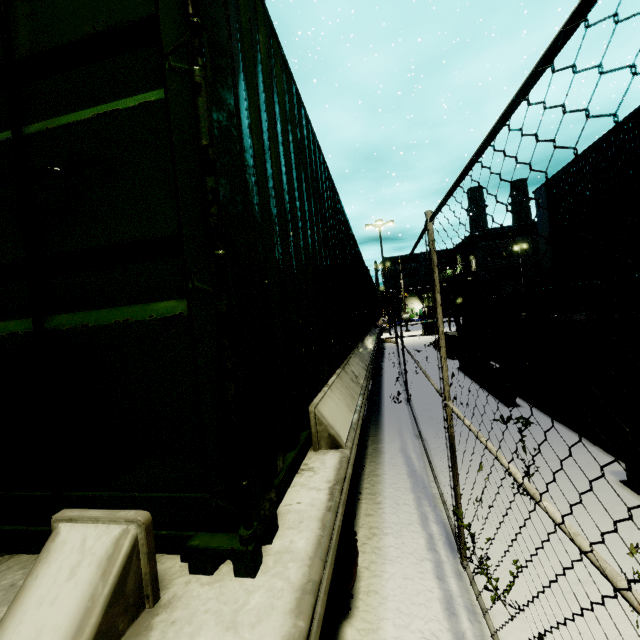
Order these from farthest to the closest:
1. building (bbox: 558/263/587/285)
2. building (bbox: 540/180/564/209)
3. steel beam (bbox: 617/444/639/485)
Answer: building (bbox: 540/180/564/209) → building (bbox: 558/263/587/285) → steel beam (bbox: 617/444/639/485)

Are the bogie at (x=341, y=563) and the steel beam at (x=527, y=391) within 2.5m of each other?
no

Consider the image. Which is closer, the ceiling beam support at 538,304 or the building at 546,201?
the ceiling beam support at 538,304

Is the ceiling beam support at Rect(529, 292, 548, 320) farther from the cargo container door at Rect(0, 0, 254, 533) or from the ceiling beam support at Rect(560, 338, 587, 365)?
the cargo container door at Rect(0, 0, 254, 533)

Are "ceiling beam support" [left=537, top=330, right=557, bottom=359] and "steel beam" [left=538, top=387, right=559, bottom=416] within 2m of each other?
yes

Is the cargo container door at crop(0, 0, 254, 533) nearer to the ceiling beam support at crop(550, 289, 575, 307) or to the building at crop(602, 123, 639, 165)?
the building at crop(602, 123, 639, 165)

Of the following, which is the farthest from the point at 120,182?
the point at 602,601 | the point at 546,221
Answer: the point at 546,221

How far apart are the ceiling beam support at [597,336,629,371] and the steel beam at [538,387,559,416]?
0.51m
